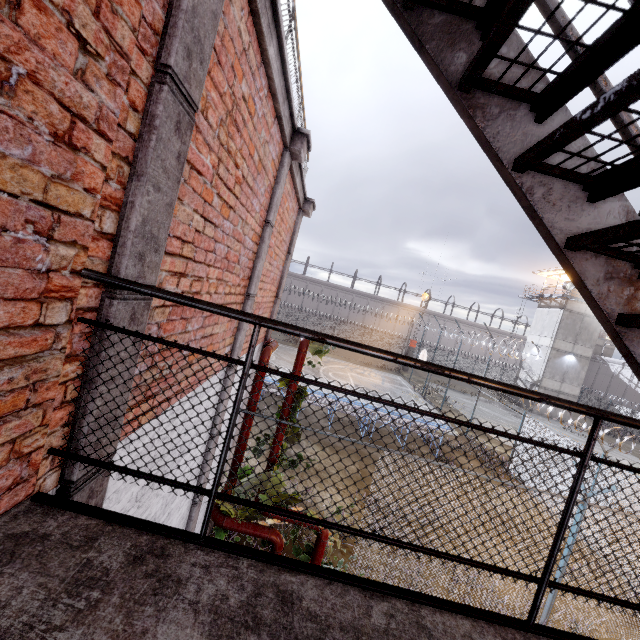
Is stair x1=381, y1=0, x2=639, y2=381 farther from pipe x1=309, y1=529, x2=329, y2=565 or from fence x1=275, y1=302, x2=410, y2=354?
pipe x1=309, y1=529, x2=329, y2=565

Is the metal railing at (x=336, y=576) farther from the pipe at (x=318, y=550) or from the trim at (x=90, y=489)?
the pipe at (x=318, y=550)

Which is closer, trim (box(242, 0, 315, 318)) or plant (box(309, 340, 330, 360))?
trim (box(242, 0, 315, 318))

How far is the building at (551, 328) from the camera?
31.48m

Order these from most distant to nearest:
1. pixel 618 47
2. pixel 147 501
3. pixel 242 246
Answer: pixel 242 246, pixel 147 501, pixel 618 47

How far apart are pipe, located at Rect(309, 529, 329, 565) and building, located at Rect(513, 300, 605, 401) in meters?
34.2 m

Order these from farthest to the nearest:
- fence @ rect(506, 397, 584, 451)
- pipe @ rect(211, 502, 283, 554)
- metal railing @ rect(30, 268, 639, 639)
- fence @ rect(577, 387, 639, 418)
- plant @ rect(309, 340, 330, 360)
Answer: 1. fence @ rect(577, 387, 639, 418)
2. fence @ rect(506, 397, 584, 451)
3. plant @ rect(309, 340, 330, 360)
4. pipe @ rect(211, 502, 283, 554)
5. metal railing @ rect(30, 268, 639, 639)
